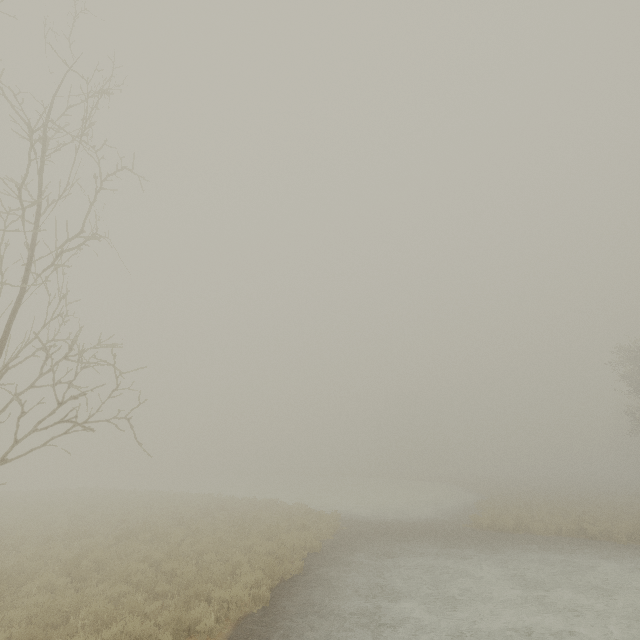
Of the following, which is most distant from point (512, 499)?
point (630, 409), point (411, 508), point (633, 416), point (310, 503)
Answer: point (630, 409)
